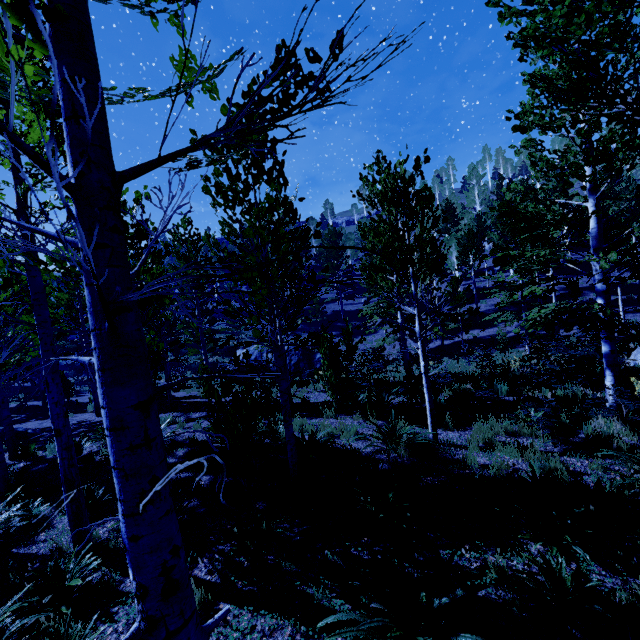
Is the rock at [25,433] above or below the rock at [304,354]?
above

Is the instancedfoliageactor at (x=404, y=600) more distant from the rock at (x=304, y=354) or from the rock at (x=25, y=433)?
the rock at (x=304, y=354)

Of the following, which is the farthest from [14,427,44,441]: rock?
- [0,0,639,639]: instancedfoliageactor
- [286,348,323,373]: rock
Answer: [286,348,323,373]: rock

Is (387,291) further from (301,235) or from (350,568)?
(350,568)

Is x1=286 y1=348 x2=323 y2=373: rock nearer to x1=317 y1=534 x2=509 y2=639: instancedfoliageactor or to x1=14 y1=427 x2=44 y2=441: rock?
x1=317 y1=534 x2=509 y2=639: instancedfoliageactor

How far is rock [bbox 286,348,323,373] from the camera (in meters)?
23.50

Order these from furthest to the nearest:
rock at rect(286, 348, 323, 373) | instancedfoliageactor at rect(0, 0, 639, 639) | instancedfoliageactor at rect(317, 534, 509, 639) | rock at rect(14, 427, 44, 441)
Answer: rock at rect(286, 348, 323, 373)
rock at rect(14, 427, 44, 441)
instancedfoliageactor at rect(317, 534, 509, 639)
instancedfoliageactor at rect(0, 0, 639, 639)

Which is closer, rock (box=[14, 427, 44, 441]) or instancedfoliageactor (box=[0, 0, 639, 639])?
instancedfoliageactor (box=[0, 0, 639, 639])
